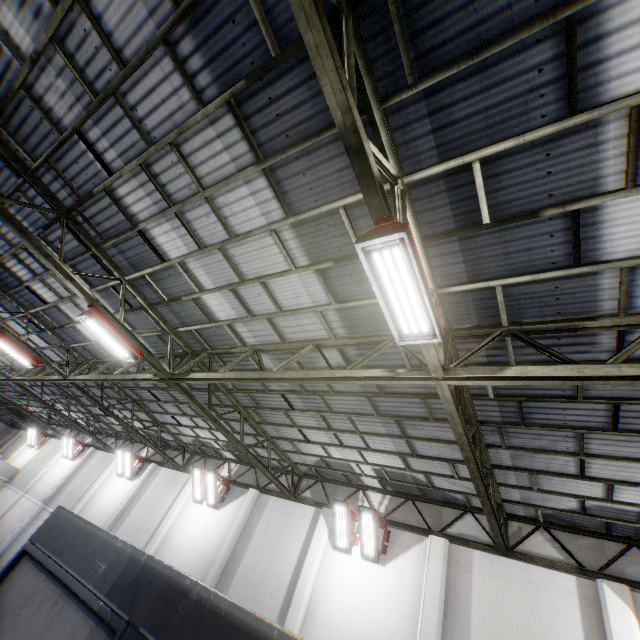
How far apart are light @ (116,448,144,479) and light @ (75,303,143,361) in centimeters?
1339cm

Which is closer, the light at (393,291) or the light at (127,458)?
the light at (393,291)

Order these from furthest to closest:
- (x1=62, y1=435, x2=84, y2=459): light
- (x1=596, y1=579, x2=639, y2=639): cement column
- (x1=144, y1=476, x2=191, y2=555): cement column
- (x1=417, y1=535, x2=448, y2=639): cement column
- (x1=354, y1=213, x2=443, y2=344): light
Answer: (x1=62, y1=435, x2=84, y2=459): light
(x1=144, y1=476, x2=191, y2=555): cement column
(x1=417, y1=535, x2=448, y2=639): cement column
(x1=596, y1=579, x2=639, y2=639): cement column
(x1=354, y1=213, x2=443, y2=344): light

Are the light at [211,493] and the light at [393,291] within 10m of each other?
no

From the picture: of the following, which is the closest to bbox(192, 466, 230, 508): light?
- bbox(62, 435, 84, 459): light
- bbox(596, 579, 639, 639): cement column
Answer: bbox(596, 579, 639, 639): cement column

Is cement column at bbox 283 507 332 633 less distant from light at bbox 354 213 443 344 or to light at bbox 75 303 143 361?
light at bbox 75 303 143 361

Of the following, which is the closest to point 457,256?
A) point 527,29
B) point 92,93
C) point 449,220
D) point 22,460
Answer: point 449,220

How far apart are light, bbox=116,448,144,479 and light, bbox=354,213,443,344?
20.14m
